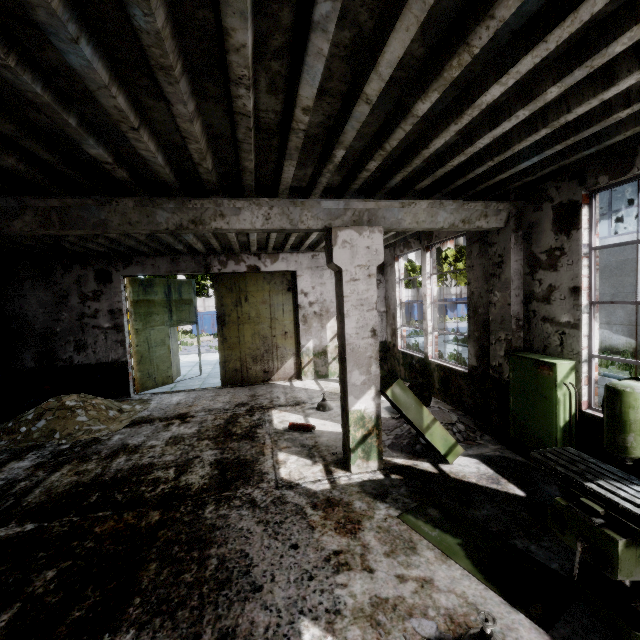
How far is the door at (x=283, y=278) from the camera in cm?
1098

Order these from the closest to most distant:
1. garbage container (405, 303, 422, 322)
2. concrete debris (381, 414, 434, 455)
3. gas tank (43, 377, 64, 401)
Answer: concrete debris (381, 414, 434, 455) < gas tank (43, 377, 64, 401) < garbage container (405, 303, 422, 322)

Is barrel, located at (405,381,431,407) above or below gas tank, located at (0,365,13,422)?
above

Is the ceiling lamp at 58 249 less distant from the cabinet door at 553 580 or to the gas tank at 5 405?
the gas tank at 5 405

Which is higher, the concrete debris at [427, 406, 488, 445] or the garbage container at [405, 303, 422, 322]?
the garbage container at [405, 303, 422, 322]

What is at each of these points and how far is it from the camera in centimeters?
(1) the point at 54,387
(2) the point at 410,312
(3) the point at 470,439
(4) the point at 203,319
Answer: (1) gas tank, 938cm
(2) garbage container, 3362cm
(3) concrete debris, 616cm
(4) garbage container, 2975cm

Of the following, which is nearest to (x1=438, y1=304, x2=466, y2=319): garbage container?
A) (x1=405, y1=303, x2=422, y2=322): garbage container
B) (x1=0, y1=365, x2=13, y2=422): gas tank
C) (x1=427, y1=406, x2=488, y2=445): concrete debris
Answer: (x1=405, y1=303, x2=422, y2=322): garbage container

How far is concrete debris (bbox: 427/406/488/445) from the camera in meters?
6.1 m
